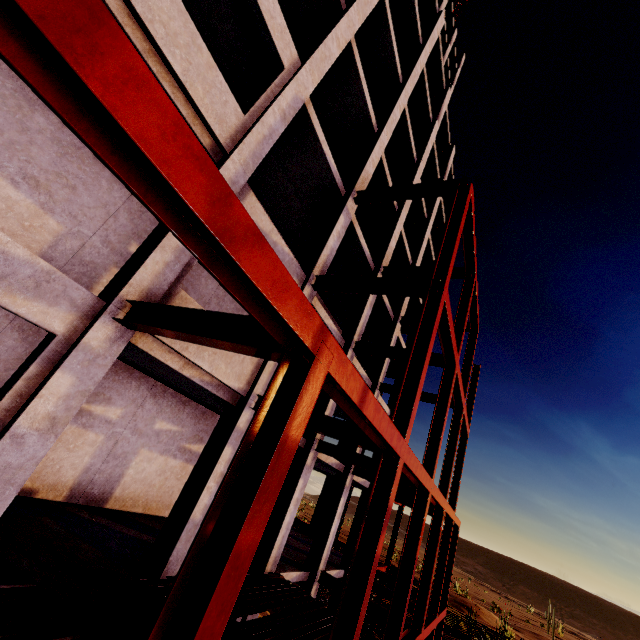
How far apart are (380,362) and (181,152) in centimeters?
1529cm

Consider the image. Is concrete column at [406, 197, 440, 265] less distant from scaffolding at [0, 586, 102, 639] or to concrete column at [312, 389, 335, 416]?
concrete column at [312, 389, 335, 416]

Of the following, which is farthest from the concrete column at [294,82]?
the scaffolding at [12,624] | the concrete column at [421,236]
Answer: the concrete column at [421,236]

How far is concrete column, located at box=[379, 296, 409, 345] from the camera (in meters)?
16.83

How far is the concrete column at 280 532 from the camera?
9.57m

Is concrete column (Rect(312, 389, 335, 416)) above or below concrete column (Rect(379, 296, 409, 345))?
below

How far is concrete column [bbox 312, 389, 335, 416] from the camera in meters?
11.5 m

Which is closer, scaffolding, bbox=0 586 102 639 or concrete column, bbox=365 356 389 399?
scaffolding, bbox=0 586 102 639
